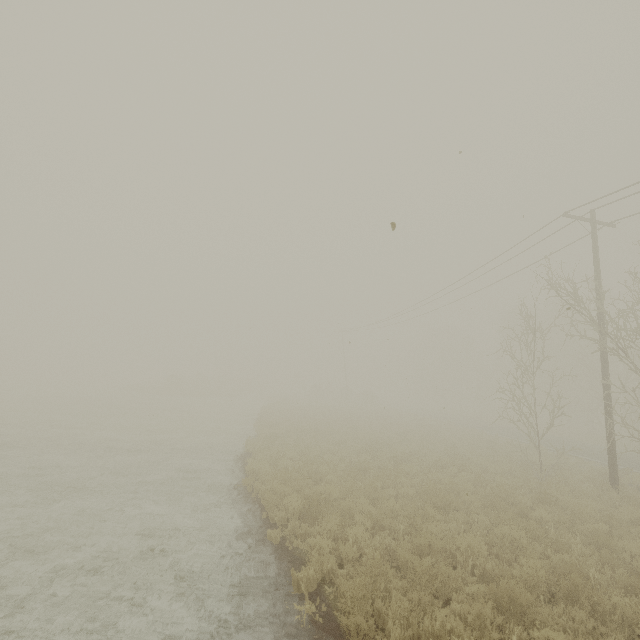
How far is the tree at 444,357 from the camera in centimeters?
5803cm

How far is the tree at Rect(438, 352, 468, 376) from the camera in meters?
58.0 m

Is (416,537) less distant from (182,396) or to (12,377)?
(182,396)
